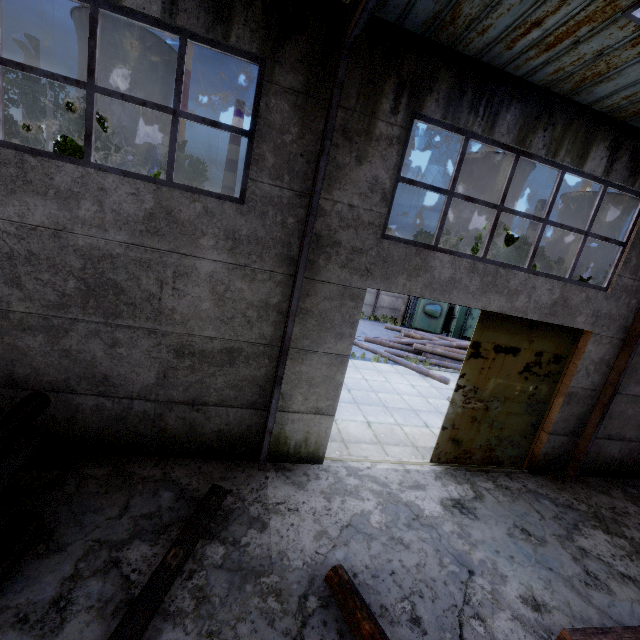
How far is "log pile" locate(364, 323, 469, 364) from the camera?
16.48m

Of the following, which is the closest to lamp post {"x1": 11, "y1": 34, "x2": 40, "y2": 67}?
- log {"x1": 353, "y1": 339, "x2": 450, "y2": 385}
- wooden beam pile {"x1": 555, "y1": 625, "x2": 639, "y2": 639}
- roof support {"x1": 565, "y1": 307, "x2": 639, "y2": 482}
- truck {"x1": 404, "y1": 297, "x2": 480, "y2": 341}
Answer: log {"x1": 353, "y1": 339, "x2": 450, "y2": 385}

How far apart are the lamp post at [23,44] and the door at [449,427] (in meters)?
21.20

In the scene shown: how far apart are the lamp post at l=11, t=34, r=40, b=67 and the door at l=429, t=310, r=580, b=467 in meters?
21.2

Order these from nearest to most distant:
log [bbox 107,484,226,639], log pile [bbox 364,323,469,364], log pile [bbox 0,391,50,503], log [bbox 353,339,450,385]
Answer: log [bbox 107,484,226,639] → log pile [bbox 0,391,50,503] → log [bbox 353,339,450,385] → log pile [bbox 364,323,469,364]

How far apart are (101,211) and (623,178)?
9.5 meters

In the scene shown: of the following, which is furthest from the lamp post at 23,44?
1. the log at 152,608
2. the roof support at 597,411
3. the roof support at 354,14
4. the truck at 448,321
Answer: the roof support at 597,411

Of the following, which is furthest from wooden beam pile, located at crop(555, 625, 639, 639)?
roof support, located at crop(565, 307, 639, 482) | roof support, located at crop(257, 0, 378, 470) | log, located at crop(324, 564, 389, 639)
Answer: roof support, located at crop(257, 0, 378, 470)
